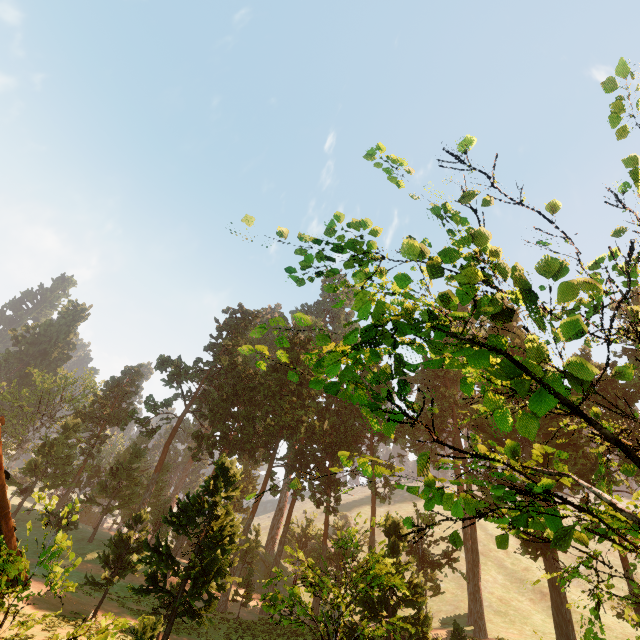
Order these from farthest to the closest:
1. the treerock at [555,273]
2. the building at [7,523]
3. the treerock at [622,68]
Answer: the building at [7,523], the treerock at [555,273], the treerock at [622,68]

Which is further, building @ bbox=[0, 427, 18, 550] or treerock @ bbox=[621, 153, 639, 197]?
building @ bbox=[0, 427, 18, 550]

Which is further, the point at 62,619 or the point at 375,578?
the point at 62,619

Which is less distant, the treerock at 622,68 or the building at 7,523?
the treerock at 622,68

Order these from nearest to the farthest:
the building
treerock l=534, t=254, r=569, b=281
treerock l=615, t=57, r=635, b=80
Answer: treerock l=615, t=57, r=635, b=80
treerock l=534, t=254, r=569, b=281
the building

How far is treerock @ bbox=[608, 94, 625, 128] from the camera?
3.2 meters
